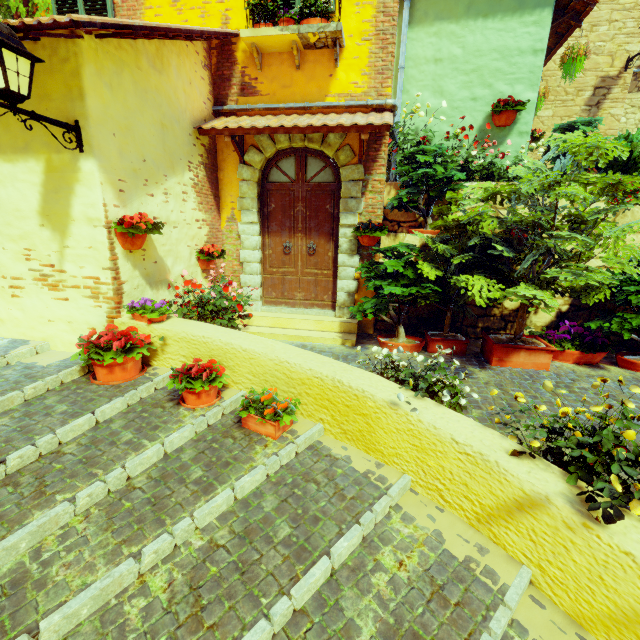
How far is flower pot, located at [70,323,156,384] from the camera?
3.4m

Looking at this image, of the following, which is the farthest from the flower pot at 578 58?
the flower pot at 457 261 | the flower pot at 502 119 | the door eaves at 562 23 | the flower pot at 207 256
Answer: the flower pot at 207 256

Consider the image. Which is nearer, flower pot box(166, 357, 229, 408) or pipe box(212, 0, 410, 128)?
flower pot box(166, 357, 229, 408)

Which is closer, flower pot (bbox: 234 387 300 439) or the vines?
flower pot (bbox: 234 387 300 439)

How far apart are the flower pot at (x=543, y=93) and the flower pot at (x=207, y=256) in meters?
7.9 m

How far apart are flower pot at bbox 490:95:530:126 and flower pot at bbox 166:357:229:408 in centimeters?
629cm

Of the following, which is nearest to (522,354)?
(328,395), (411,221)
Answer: (411,221)

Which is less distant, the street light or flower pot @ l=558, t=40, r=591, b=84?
the street light
